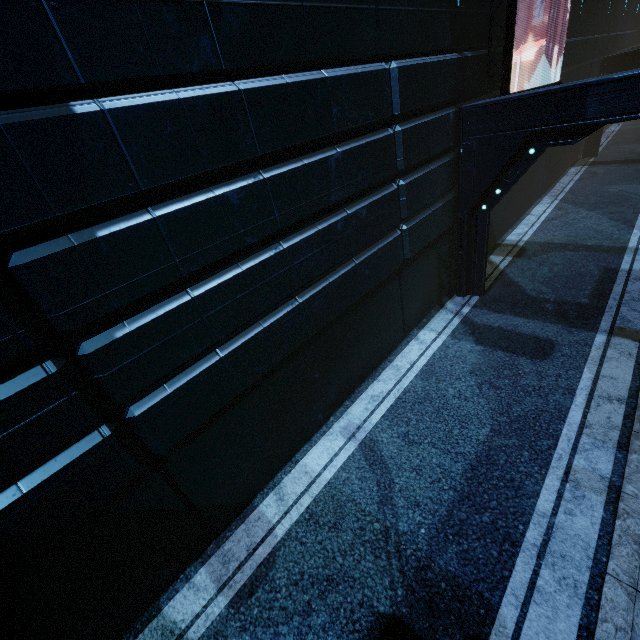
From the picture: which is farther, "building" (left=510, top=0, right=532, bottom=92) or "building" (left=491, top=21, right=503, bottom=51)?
"building" (left=510, top=0, right=532, bottom=92)

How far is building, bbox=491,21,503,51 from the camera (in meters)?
8.04

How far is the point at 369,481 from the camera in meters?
5.6

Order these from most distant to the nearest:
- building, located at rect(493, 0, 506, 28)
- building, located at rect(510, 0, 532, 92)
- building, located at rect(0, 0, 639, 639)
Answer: building, located at rect(510, 0, 532, 92), building, located at rect(493, 0, 506, 28), building, located at rect(0, 0, 639, 639)

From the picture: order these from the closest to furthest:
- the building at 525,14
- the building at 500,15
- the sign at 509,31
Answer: the sign at 509,31, the building at 500,15, the building at 525,14

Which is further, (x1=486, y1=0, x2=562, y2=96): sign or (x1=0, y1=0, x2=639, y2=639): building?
(x1=486, y1=0, x2=562, y2=96): sign

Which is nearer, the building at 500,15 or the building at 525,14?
the building at 500,15
